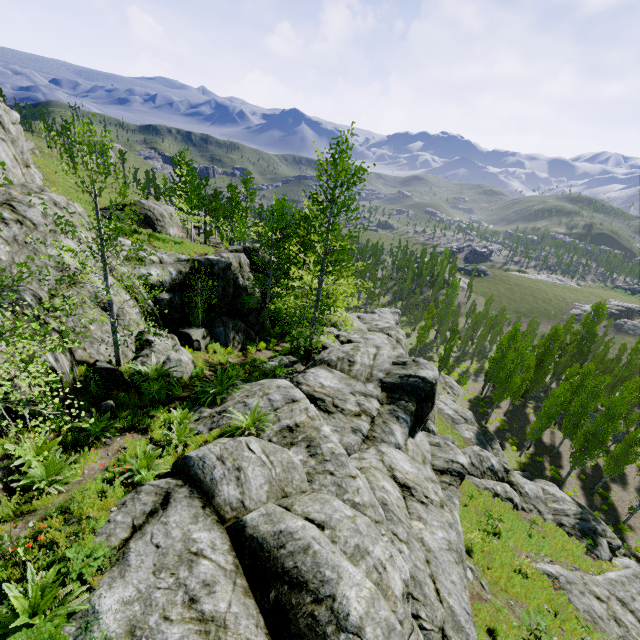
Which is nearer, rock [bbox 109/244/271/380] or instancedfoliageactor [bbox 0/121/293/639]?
instancedfoliageactor [bbox 0/121/293/639]

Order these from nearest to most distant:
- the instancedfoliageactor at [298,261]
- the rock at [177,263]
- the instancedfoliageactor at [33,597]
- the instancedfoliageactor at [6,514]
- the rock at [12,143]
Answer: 1. the instancedfoliageactor at [33,597]
2. the instancedfoliageactor at [6,514]
3. the rock at [12,143]
4. the rock at [177,263]
5. the instancedfoliageactor at [298,261]

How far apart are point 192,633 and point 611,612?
17.6m

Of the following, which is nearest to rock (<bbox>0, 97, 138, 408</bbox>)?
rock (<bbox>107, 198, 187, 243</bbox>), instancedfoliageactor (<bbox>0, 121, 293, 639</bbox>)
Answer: instancedfoliageactor (<bbox>0, 121, 293, 639</bbox>)

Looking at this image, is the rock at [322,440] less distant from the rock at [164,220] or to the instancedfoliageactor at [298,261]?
the instancedfoliageactor at [298,261]

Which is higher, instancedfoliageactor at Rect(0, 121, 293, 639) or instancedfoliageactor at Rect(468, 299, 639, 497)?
instancedfoliageactor at Rect(0, 121, 293, 639)
